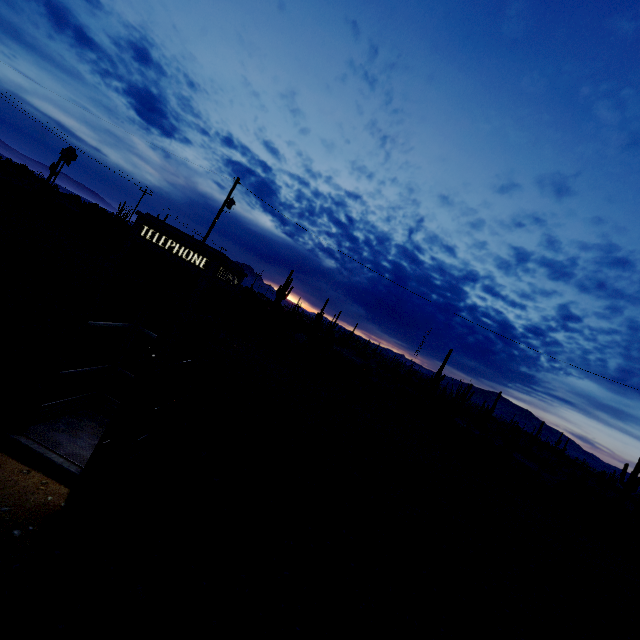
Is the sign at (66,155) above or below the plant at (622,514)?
above

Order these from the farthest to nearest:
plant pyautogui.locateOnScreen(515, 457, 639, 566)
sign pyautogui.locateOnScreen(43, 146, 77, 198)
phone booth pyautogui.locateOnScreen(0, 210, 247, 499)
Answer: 1. sign pyautogui.locateOnScreen(43, 146, 77, 198)
2. plant pyautogui.locateOnScreen(515, 457, 639, 566)
3. phone booth pyautogui.locateOnScreen(0, 210, 247, 499)

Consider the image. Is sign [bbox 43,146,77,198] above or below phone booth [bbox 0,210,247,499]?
above

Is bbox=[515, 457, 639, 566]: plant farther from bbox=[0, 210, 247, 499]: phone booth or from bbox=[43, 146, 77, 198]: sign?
bbox=[43, 146, 77, 198]: sign

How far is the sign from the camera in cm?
2200

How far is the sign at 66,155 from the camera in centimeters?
2200cm

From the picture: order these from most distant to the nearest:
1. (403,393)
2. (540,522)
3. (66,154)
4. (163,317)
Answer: (403,393), (66,154), (540,522), (163,317)

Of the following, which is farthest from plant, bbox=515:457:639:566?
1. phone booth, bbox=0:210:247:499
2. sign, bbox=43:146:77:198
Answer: sign, bbox=43:146:77:198
